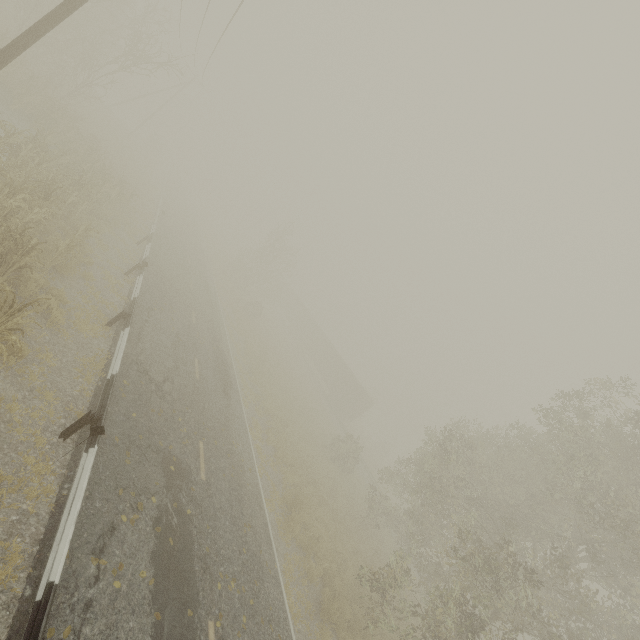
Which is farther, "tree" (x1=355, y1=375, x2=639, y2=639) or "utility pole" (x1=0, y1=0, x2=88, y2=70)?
"tree" (x1=355, y1=375, x2=639, y2=639)

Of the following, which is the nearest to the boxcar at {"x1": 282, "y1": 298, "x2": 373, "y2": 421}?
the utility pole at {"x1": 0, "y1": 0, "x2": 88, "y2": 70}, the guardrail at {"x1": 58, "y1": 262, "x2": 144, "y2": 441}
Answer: the guardrail at {"x1": 58, "y1": 262, "x2": 144, "y2": 441}

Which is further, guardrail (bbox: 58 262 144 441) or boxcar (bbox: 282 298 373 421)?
boxcar (bbox: 282 298 373 421)

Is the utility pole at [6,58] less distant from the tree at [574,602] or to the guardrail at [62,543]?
the guardrail at [62,543]

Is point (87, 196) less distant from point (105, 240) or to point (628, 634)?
point (105, 240)

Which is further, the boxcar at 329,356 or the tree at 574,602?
the boxcar at 329,356

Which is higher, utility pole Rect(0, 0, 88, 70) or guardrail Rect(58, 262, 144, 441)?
utility pole Rect(0, 0, 88, 70)

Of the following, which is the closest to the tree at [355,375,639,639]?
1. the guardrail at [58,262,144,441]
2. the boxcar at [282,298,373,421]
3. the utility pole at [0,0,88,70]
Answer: the guardrail at [58,262,144,441]
